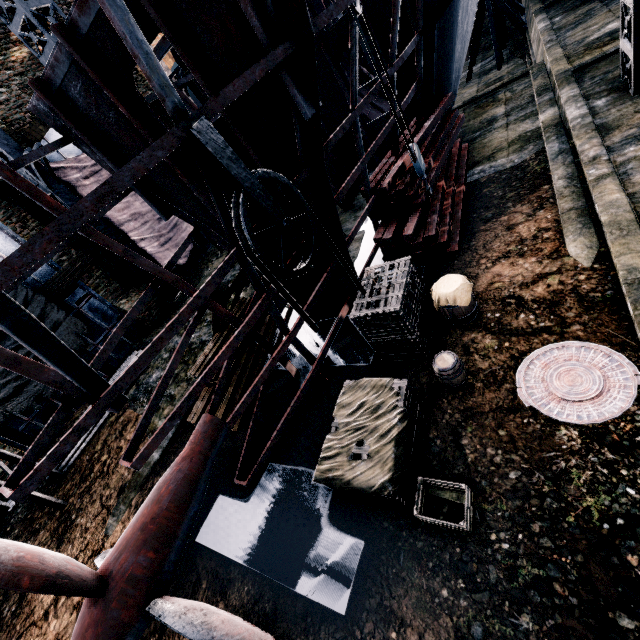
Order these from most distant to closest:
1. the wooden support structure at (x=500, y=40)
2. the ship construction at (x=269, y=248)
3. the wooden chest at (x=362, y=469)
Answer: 1. the wooden support structure at (x=500, y=40)
2. the ship construction at (x=269, y=248)
3. the wooden chest at (x=362, y=469)

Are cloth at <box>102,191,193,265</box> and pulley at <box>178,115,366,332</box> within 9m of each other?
no

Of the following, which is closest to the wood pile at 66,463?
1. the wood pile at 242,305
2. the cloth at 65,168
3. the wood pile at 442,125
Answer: the cloth at 65,168

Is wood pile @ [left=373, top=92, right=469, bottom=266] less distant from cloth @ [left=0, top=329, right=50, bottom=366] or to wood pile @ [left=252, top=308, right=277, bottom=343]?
wood pile @ [left=252, top=308, right=277, bottom=343]

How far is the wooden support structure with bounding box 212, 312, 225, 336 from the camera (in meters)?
10.48

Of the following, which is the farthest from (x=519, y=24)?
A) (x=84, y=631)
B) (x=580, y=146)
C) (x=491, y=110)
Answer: (x=84, y=631)

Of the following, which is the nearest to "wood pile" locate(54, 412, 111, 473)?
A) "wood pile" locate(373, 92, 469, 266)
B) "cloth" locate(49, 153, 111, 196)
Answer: "cloth" locate(49, 153, 111, 196)

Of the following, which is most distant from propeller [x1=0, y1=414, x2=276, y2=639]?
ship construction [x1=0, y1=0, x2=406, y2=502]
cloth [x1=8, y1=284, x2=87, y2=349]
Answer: cloth [x1=8, y1=284, x2=87, y2=349]
